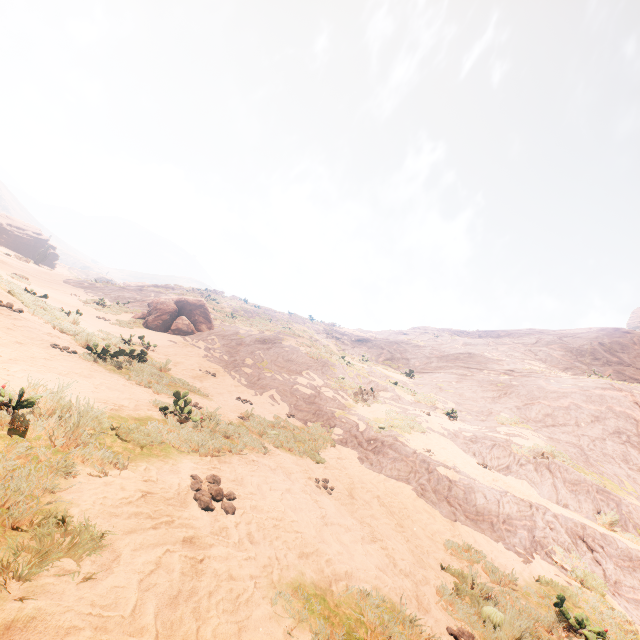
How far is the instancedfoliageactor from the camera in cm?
1745

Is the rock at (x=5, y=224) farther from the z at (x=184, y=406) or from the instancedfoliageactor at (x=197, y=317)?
the instancedfoliageactor at (x=197, y=317)

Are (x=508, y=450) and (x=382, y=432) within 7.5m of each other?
yes

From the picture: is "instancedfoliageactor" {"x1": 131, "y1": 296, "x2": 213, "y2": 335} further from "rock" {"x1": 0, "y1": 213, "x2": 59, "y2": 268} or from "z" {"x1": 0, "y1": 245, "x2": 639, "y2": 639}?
"rock" {"x1": 0, "y1": 213, "x2": 59, "y2": 268}

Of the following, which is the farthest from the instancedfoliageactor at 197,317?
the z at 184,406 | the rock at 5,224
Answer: the rock at 5,224

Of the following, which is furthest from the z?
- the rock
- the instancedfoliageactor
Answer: the rock

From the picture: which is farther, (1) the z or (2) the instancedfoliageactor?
(2) the instancedfoliageactor
